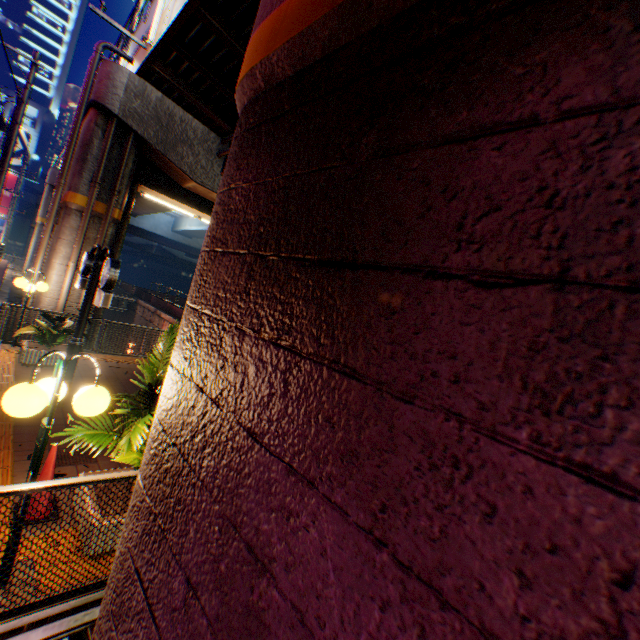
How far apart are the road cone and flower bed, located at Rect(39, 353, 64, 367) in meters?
5.7 m

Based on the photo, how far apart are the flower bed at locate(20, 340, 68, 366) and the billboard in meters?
37.0

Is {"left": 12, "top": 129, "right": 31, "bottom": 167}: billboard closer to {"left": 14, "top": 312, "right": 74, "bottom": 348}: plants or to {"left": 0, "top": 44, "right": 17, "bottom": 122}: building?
{"left": 0, "top": 44, "right": 17, "bottom": 122}: building

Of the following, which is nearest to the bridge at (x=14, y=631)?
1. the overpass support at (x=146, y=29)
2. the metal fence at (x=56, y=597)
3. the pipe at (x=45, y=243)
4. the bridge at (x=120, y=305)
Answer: the metal fence at (x=56, y=597)

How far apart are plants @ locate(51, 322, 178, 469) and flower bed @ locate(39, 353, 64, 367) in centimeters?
534cm

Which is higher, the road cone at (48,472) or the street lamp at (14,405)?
the street lamp at (14,405)

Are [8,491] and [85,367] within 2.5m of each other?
no

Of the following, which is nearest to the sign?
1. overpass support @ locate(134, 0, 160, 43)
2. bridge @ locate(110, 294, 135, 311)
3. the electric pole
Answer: overpass support @ locate(134, 0, 160, 43)
